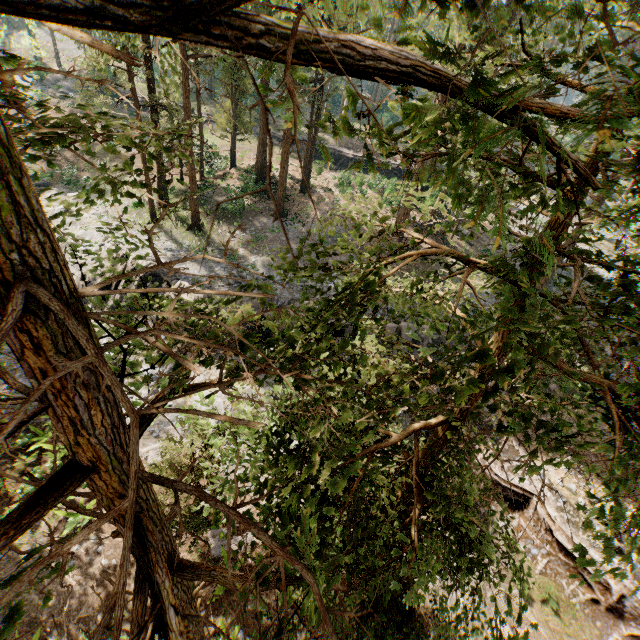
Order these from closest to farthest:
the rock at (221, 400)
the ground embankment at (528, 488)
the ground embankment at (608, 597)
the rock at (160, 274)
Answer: the ground embankment at (608, 597), the ground embankment at (528, 488), the rock at (221, 400), the rock at (160, 274)

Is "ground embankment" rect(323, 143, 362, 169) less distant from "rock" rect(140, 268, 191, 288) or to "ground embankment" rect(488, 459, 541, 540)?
"rock" rect(140, 268, 191, 288)

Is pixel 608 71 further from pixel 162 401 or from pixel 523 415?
pixel 162 401

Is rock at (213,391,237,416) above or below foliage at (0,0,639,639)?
below

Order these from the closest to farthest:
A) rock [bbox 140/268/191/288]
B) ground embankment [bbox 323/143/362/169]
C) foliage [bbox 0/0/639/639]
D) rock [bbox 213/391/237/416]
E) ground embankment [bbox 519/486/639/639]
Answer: foliage [bbox 0/0/639/639], ground embankment [bbox 519/486/639/639], rock [bbox 213/391/237/416], rock [bbox 140/268/191/288], ground embankment [bbox 323/143/362/169]

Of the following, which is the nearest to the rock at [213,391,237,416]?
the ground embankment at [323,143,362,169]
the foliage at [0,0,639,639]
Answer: the foliage at [0,0,639,639]

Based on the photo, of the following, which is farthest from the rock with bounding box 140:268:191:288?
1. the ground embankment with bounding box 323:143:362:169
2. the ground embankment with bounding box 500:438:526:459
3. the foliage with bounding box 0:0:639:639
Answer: the ground embankment with bounding box 323:143:362:169

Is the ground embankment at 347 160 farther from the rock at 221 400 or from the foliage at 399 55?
the rock at 221 400
